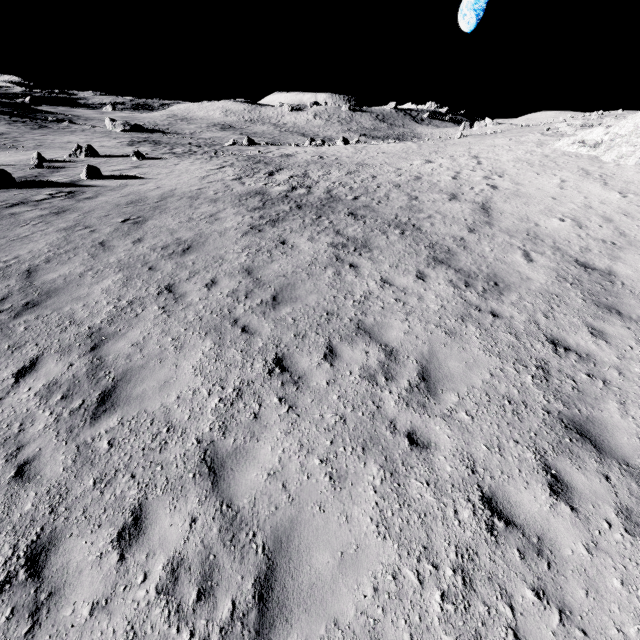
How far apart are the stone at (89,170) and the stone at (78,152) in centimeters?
1450cm

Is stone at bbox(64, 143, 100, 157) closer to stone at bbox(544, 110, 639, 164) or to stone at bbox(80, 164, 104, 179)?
stone at bbox(80, 164, 104, 179)

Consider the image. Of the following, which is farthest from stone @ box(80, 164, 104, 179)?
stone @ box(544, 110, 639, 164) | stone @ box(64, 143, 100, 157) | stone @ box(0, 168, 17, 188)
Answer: stone @ box(544, 110, 639, 164)

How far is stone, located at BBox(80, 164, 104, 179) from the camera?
17.73m

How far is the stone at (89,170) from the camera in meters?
17.7 m

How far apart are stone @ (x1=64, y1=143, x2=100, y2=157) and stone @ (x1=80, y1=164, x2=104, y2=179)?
14.50m

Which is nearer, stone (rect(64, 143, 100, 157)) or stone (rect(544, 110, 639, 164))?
stone (rect(544, 110, 639, 164))

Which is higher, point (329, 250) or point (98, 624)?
point (329, 250)
